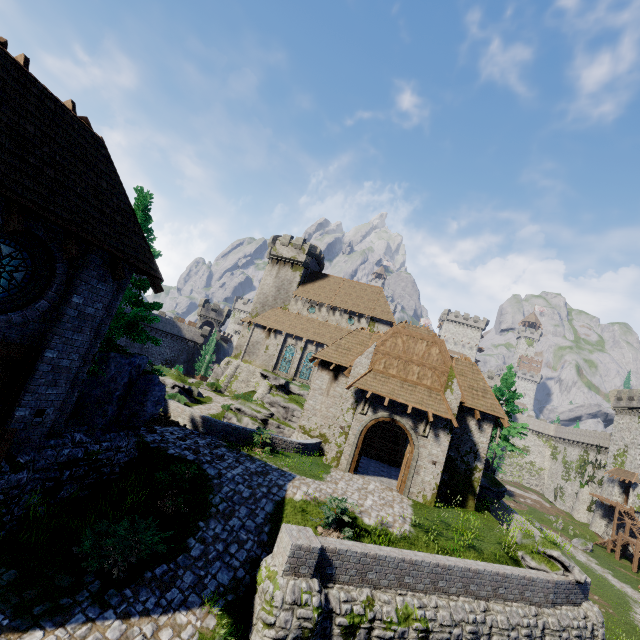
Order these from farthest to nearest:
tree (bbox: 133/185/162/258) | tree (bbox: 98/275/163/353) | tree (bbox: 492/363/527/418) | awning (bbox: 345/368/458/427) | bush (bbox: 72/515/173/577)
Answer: tree (bbox: 492/363/527/418) < awning (bbox: 345/368/458/427) < tree (bbox: 133/185/162/258) < tree (bbox: 98/275/163/353) < bush (bbox: 72/515/173/577)

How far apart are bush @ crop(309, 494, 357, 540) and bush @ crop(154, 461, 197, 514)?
4.1 meters

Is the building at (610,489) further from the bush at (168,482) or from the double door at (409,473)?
the bush at (168,482)

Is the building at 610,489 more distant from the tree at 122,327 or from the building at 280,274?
the tree at 122,327

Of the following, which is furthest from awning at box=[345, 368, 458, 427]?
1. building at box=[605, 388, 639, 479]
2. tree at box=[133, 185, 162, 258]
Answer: building at box=[605, 388, 639, 479]

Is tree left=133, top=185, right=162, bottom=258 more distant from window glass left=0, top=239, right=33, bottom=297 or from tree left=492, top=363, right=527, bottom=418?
tree left=492, top=363, right=527, bottom=418

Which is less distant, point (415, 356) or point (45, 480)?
point (45, 480)

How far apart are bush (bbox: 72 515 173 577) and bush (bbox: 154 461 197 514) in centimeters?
63cm
